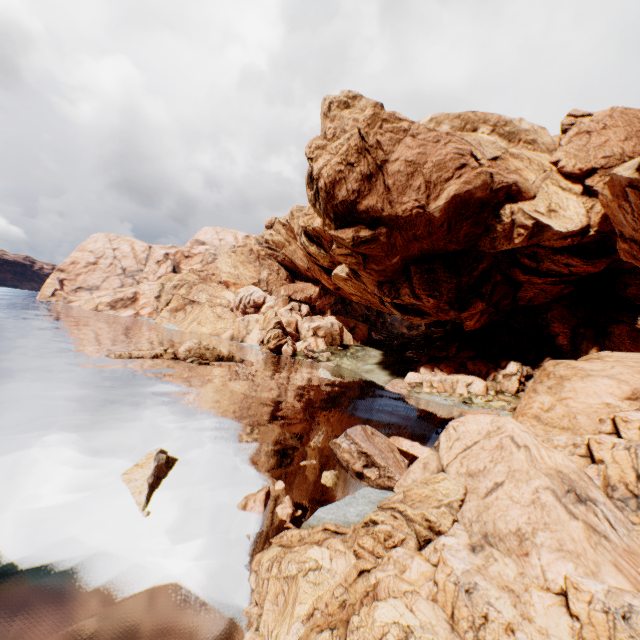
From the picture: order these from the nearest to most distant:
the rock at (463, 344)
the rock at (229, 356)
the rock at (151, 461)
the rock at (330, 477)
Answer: the rock at (463, 344) → the rock at (151, 461) → the rock at (330, 477) → the rock at (229, 356)

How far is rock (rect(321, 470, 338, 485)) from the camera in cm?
1582

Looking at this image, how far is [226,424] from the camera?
21.5 meters

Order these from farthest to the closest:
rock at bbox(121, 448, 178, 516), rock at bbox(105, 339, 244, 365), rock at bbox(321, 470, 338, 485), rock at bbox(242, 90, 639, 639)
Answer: rock at bbox(105, 339, 244, 365)
rock at bbox(321, 470, 338, 485)
rock at bbox(121, 448, 178, 516)
rock at bbox(242, 90, 639, 639)

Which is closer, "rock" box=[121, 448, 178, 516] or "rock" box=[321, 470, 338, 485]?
"rock" box=[121, 448, 178, 516]

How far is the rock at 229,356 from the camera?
37.47m

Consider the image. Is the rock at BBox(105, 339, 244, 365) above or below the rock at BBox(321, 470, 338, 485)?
above
